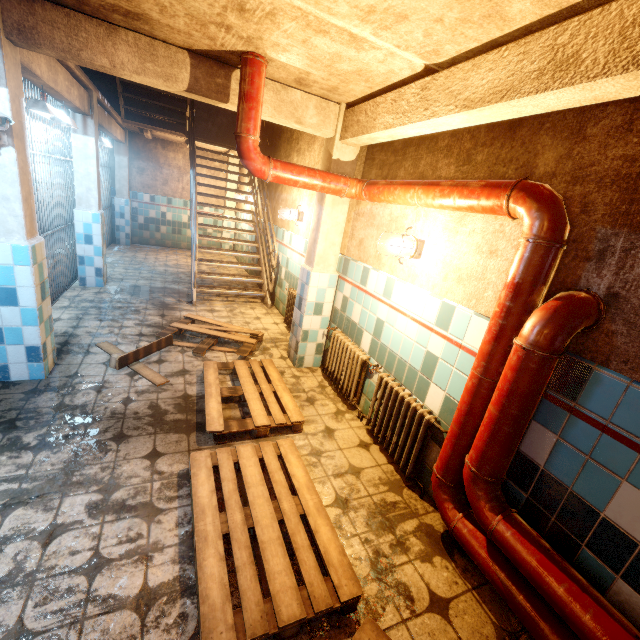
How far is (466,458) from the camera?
1.9m

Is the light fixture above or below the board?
above

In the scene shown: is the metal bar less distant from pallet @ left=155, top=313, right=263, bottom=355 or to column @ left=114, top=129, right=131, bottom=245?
column @ left=114, top=129, right=131, bottom=245

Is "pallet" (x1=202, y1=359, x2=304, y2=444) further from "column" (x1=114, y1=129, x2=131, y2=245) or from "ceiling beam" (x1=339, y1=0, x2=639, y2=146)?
"column" (x1=114, y1=129, x2=131, y2=245)

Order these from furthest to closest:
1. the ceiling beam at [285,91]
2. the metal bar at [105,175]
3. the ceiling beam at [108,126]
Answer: the metal bar at [105,175]
the ceiling beam at [108,126]
the ceiling beam at [285,91]

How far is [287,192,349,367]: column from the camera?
3.6 meters

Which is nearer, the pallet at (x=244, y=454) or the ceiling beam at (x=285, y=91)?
the pallet at (x=244, y=454)

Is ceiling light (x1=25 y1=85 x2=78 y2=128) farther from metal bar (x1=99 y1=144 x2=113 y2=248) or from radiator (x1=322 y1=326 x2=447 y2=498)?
radiator (x1=322 y1=326 x2=447 y2=498)
